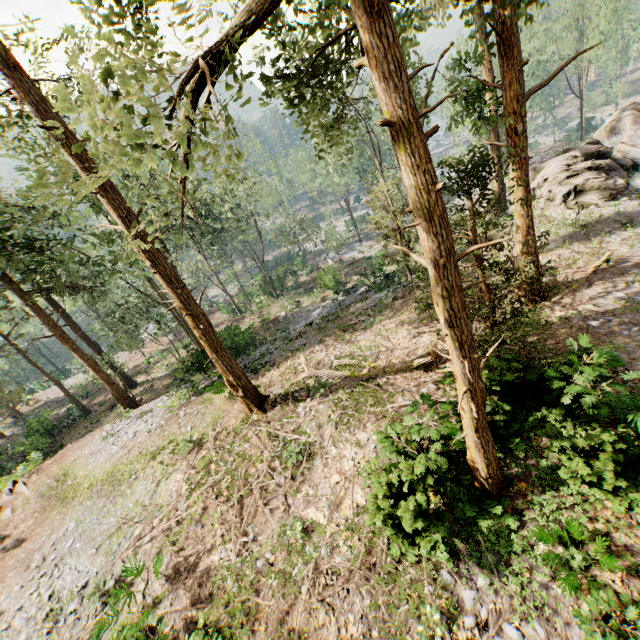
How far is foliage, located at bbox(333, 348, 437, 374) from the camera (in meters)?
12.50

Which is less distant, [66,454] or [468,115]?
[468,115]

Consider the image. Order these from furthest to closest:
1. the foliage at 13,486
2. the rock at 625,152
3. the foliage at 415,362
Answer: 1. the rock at 625,152
2. the foliage at 13,486
3. the foliage at 415,362

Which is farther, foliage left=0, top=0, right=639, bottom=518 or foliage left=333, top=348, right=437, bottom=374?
foliage left=333, top=348, right=437, bottom=374

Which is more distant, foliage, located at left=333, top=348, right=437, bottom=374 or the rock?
the rock

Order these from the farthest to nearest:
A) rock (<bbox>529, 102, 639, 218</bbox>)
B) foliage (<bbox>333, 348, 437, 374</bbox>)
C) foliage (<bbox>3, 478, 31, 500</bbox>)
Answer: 1. rock (<bbox>529, 102, 639, 218</bbox>)
2. foliage (<bbox>3, 478, 31, 500</bbox>)
3. foliage (<bbox>333, 348, 437, 374</bbox>)

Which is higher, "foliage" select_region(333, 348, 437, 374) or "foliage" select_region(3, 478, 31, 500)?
"foliage" select_region(333, 348, 437, 374)

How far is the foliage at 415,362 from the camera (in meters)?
12.50
